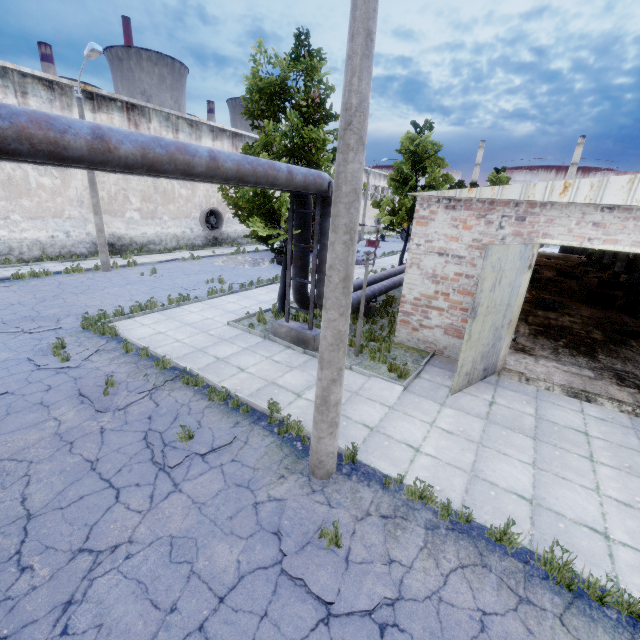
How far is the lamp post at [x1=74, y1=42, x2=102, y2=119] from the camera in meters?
13.8 m

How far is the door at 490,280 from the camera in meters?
7.5 m

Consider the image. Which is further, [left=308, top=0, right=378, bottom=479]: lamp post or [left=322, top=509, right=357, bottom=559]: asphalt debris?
[left=322, top=509, right=357, bottom=559]: asphalt debris

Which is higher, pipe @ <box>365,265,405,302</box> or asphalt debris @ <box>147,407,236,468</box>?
pipe @ <box>365,265,405,302</box>

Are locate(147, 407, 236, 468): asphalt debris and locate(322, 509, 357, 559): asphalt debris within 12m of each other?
yes

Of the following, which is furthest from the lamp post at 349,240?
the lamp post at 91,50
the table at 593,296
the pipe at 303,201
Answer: the table at 593,296

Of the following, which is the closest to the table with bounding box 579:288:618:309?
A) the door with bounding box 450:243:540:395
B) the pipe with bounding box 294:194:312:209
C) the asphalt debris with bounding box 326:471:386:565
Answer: the pipe with bounding box 294:194:312:209

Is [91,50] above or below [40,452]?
above
